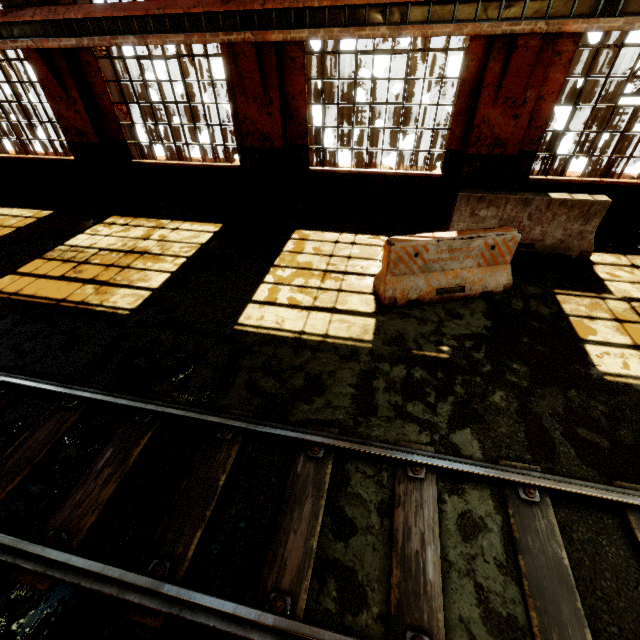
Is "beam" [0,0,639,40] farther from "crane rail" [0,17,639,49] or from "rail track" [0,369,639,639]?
"rail track" [0,369,639,639]

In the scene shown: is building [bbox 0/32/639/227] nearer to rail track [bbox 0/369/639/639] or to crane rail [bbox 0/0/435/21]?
crane rail [bbox 0/0/435/21]

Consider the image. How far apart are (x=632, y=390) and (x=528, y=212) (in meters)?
3.69

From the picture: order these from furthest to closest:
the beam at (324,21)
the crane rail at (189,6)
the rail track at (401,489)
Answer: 1. the crane rail at (189,6)
2. the beam at (324,21)
3. the rail track at (401,489)

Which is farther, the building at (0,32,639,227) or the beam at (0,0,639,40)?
the building at (0,32,639,227)

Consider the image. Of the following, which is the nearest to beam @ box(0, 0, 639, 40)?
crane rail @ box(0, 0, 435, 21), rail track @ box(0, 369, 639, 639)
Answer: crane rail @ box(0, 0, 435, 21)

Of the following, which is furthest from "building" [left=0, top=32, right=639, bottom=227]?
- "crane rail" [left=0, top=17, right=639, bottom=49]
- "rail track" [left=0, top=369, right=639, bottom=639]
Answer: "rail track" [left=0, top=369, right=639, bottom=639]

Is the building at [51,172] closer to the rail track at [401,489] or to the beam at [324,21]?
the beam at [324,21]
